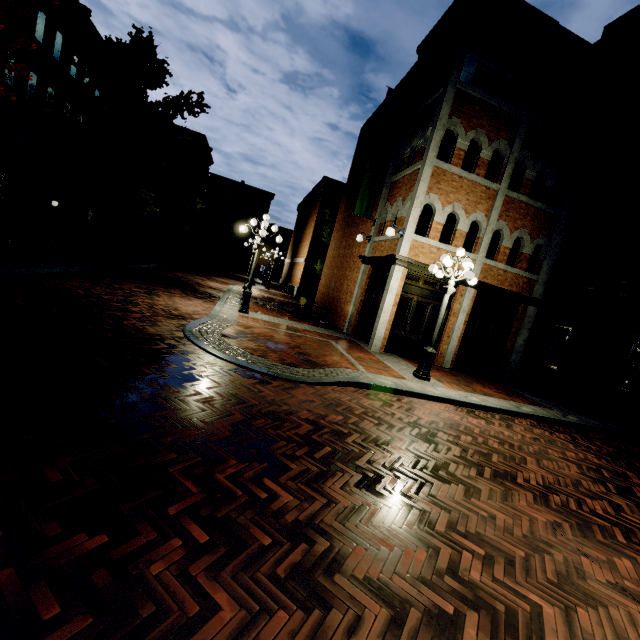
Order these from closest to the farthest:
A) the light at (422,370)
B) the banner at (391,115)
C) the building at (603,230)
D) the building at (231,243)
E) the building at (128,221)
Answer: the light at (422,370) < the building at (603,230) < the banner at (391,115) < the building at (128,221) < the building at (231,243)

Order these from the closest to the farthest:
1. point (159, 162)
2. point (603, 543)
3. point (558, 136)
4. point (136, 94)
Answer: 1. point (603, 543)
2. point (558, 136)
3. point (136, 94)
4. point (159, 162)

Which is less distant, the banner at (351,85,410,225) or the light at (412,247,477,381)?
the light at (412,247,477,381)

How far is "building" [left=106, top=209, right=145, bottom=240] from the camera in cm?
2993

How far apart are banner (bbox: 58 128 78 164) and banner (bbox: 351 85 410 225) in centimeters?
1877cm

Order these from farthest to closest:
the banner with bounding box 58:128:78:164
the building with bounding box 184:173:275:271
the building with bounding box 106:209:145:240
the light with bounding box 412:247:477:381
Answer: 1. the building with bounding box 184:173:275:271
2. the building with bounding box 106:209:145:240
3. the banner with bounding box 58:128:78:164
4. the light with bounding box 412:247:477:381

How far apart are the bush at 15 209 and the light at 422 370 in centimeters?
2112cm

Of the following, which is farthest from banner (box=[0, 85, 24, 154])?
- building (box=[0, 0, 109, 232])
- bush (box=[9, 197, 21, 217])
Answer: bush (box=[9, 197, 21, 217])
